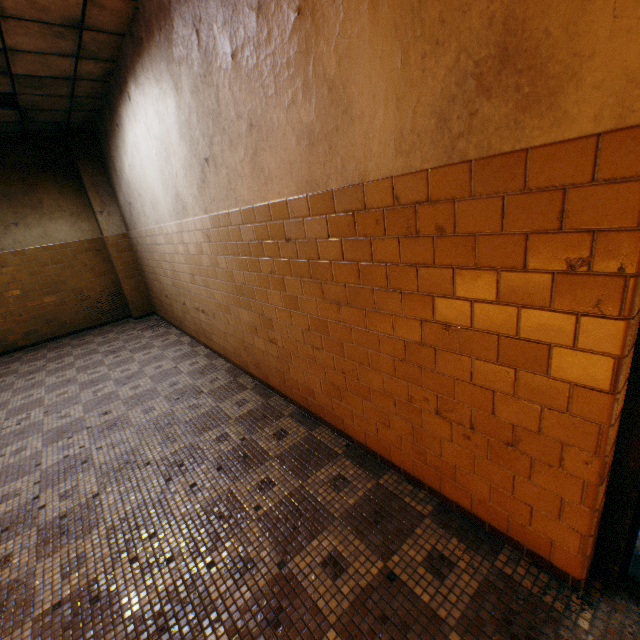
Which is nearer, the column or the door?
the door

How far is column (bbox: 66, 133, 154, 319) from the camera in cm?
657

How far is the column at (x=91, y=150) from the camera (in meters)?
6.57

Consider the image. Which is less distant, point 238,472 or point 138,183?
point 238,472

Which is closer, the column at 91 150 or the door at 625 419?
the door at 625 419
